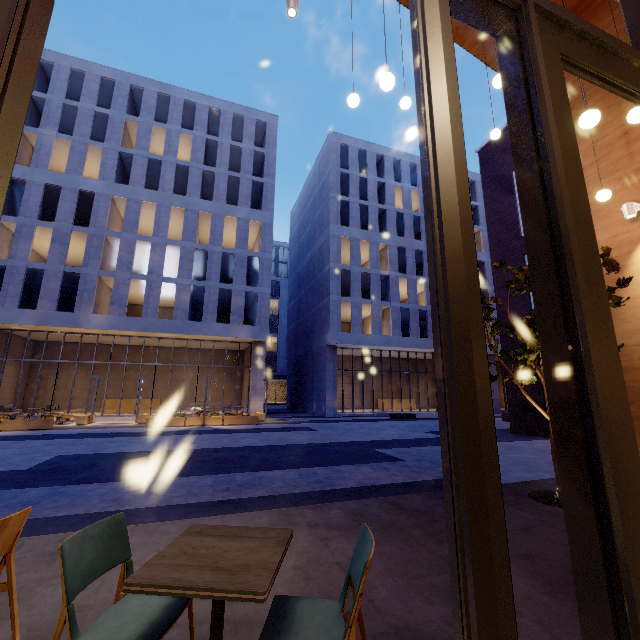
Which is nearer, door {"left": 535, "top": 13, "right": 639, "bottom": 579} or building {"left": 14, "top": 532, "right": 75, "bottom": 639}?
door {"left": 535, "top": 13, "right": 639, "bottom": 579}

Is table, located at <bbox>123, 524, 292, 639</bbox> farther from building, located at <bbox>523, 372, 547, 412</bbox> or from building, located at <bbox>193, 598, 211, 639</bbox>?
building, located at <bbox>523, 372, 547, 412</bbox>

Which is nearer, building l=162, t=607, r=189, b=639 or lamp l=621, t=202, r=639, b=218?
building l=162, t=607, r=189, b=639

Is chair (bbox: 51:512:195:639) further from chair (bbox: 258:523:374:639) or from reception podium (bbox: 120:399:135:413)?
reception podium (bbox: 120:399:135:413)

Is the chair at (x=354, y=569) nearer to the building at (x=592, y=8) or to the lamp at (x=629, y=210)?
the building at (x=592, y=8)

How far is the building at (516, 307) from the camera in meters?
16.1 m

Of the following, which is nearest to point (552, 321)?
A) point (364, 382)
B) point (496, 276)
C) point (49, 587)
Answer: point (49, 587)

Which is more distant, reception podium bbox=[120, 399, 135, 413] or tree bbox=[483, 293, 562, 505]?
reception podium bbox=[120, 399, 135, 413]
